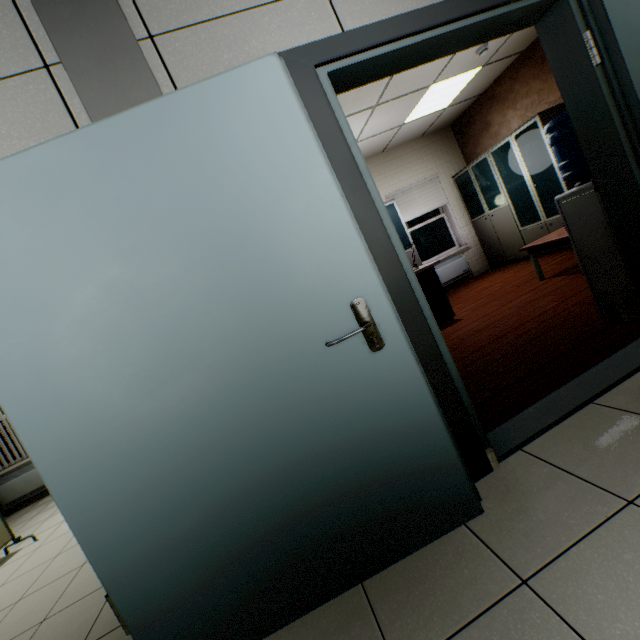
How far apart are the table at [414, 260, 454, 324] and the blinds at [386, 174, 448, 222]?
2.71m

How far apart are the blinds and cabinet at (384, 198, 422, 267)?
0.5 meters

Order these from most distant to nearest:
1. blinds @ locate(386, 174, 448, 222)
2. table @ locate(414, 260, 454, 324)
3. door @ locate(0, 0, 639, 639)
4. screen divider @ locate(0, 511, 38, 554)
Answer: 1. blinds @ locate(386, 174, 448, 222)
2. table @ locate(414, 260, 454, 324)
3. screen divider @ locate(0, 511, 38, 554)
4. door @ locate(0, 0, 639, 639)

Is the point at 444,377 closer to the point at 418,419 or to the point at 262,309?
the point at 418,419

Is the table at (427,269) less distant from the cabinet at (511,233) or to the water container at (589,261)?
the water container at (589,261)

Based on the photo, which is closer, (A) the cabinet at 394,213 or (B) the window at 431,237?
(A) the cabinet at 394,213

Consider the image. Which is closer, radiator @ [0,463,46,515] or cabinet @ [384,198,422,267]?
Result: radiator @ [0,463,46,515]

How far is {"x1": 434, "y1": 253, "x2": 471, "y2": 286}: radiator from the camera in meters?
7.0 m
